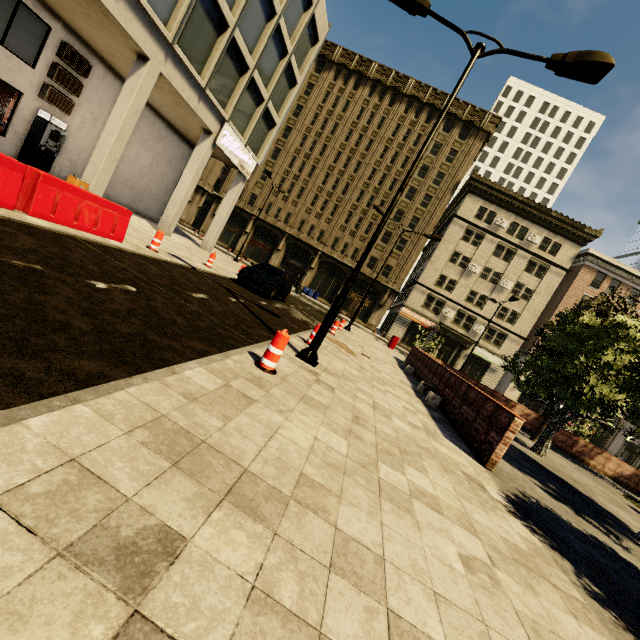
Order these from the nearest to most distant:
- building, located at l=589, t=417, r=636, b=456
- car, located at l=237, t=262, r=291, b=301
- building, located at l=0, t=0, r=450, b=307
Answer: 1. building, located at l=0, t=0, r=450, b=307
2. car, located at l=237, t=262, r=291, b=301
3. building, located at l=589, t=417, r=636, b=456

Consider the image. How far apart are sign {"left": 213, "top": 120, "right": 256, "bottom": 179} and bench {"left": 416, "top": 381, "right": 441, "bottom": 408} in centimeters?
1597cm

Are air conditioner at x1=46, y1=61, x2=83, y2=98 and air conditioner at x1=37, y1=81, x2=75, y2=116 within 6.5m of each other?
yes

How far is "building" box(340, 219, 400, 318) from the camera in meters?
39.8 m

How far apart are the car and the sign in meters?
7.3

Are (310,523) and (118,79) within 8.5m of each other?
no

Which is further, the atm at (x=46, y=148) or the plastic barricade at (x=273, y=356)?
the atm at (x=46, y=148)

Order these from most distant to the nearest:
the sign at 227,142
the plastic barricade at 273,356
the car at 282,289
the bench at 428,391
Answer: the sign at 227,142 < the car at 282,289 < the bench at 428,391 < the plastic barricade at 273,356
